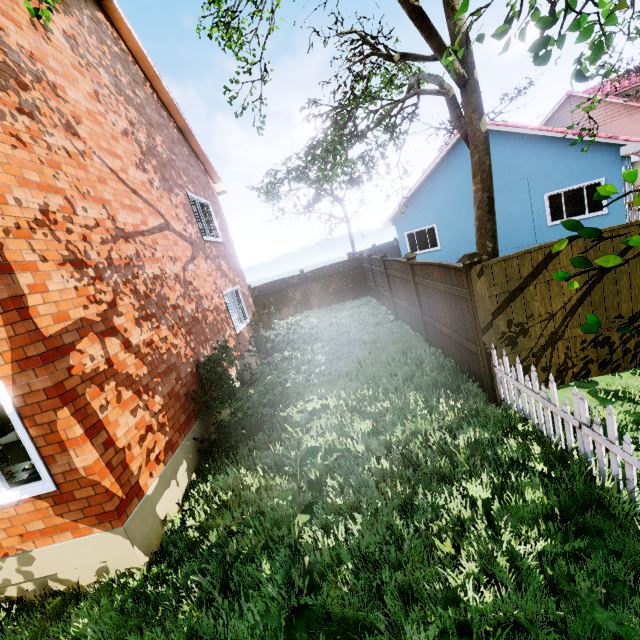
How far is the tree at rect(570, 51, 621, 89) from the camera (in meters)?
2.80

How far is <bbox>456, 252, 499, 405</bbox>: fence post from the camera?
4.84m

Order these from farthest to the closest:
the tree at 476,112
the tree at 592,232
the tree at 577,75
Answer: the tree at 476,112
the tree at 577,75
the tree at 592,232

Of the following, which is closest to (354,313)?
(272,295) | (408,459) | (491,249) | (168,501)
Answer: (272,295)

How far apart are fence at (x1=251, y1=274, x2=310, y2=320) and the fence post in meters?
13.2

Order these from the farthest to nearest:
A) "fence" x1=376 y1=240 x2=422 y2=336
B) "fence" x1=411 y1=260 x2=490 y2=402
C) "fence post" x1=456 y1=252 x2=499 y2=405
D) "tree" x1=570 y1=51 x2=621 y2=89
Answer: "fence" x1=376 y1=240 x2=422 y2=336
"fence" x1=411 y1=260 x2=490 y2=402
"fence post" x1=456 y1=252 x2=499 y2=405
"tree" x1=570 y1=51 x2=621 y2=89

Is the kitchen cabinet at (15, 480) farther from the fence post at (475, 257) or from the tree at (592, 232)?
the fence post at (475, 257)

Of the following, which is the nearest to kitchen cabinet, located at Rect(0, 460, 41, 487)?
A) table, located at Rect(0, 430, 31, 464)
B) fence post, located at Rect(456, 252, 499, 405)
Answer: table, located at Rect(0, 430, 31, 464)
